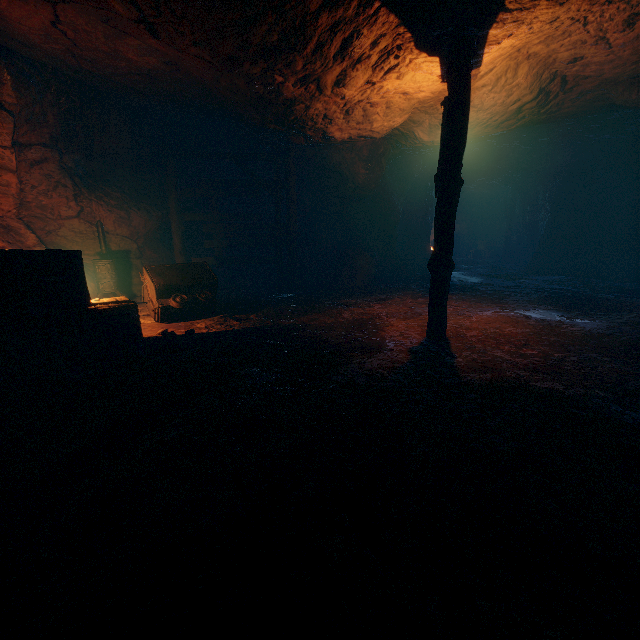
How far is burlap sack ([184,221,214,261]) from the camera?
11.20m

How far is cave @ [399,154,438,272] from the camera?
14.6 meters

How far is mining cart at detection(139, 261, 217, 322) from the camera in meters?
7.0 m

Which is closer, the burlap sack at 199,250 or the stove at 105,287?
the stove at 105,287

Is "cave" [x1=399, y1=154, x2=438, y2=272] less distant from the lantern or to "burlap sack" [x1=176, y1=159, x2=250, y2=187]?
"burlap sack" [x1=176, y1=159, x2=250, y2=187]

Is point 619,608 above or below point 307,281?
below

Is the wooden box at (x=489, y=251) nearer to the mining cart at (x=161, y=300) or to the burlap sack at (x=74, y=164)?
the burlap sack at (x=74, y=164)

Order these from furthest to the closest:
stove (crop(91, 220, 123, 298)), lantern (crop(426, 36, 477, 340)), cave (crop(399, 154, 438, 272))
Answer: cave (crop(399, 154, 438, 272)), stove (crop(91, 220, 123, 298)), lantern (crop(426, 36, 477, 340))
